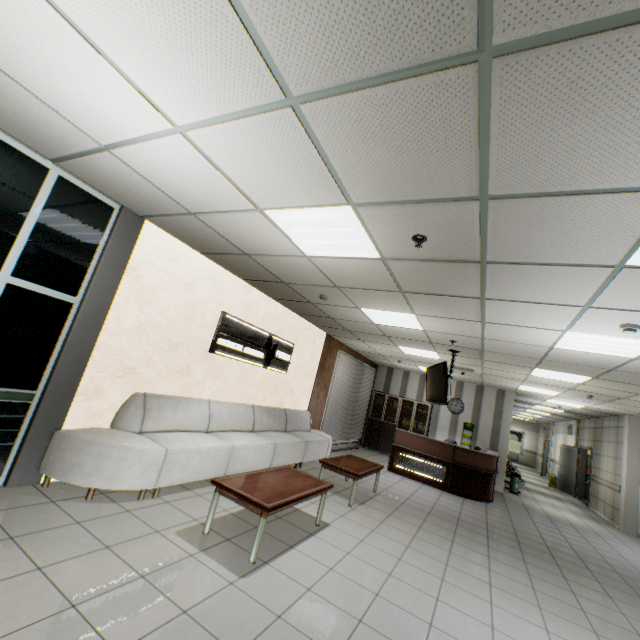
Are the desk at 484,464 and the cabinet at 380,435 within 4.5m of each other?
yes

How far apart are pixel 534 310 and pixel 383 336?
3.9m

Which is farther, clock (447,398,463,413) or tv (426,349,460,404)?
clock (447,398,463,413)

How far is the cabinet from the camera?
11.82m

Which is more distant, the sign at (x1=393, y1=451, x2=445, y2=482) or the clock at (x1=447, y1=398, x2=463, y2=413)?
the clock at (x1=447, y1=398, x2=463, y2=413)

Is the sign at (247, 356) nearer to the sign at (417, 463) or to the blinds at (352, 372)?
the blinds at (352, 372)

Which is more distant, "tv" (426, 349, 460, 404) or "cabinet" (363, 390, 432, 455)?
"cabinet" (363, 390, 432, 455)

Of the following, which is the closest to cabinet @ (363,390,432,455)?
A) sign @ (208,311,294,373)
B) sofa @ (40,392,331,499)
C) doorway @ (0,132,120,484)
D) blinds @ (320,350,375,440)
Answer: blinds @ (320,350,375,440)
